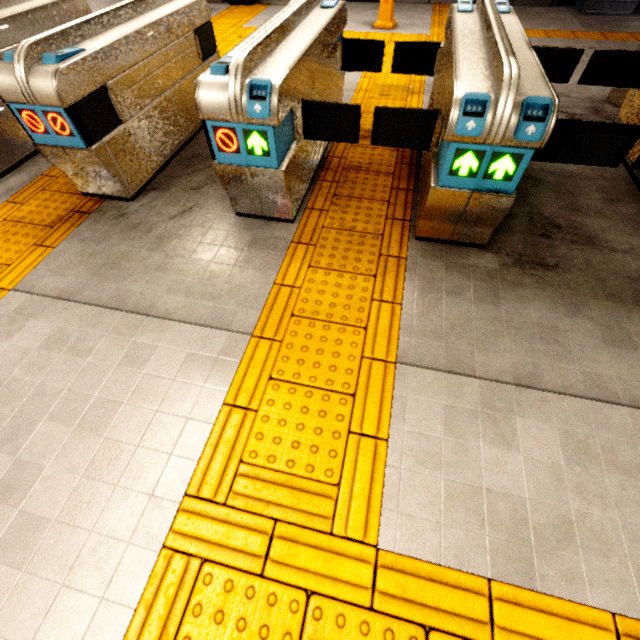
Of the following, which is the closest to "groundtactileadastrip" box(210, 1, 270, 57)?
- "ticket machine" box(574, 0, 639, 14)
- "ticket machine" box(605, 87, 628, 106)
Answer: "ticket machine" box(574, 0, 639, 14)

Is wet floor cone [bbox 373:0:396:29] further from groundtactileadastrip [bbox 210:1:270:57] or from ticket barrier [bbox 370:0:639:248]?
ticket barrier [bbox 370:0:639:248]

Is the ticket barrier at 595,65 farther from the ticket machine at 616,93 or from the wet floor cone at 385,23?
the wet floor cone at 385,23

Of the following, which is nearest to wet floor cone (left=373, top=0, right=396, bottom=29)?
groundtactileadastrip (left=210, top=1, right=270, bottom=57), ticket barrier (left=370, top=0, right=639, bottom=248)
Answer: groundtactileadastrip (left=210, top=1, right=270, bottom=57)

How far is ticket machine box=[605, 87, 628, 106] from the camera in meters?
3.8

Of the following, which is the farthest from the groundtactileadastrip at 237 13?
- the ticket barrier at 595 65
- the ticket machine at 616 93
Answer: the ticket machine at 616 93

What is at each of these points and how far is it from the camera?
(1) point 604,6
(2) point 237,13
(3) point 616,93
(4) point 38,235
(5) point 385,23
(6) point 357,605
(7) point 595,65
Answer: (1) ticket machine, 6.25m
(2) groundtactileadastrip, 6.91m
(3) ticket machine, 3.84m
(4) groundtactileadastrip, 2.62m
(5) wet floor cone, 5.94m
(6) groundtactileadastrip, 1.25m
(7) ticket barrier, 2.80m

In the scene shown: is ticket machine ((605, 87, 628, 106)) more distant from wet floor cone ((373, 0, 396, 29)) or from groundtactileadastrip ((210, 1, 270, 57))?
wet floor cone ((373, 0, 396, 29))
